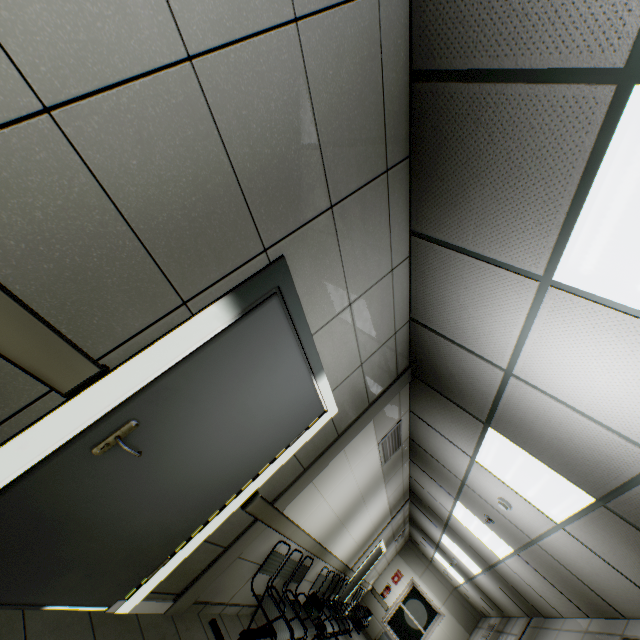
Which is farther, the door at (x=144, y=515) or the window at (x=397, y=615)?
the window at (x=397, y=615)

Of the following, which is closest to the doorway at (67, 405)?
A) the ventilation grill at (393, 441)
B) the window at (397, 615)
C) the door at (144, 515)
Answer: the door at (144, 515)

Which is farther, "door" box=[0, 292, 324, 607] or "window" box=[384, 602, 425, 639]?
"window" box=[384, 602, 425, 639]

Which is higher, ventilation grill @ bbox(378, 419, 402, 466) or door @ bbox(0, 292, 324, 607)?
ventilation grill @ bbox(378, 419, 402, 466)

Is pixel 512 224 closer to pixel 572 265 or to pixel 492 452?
pixel 572 265

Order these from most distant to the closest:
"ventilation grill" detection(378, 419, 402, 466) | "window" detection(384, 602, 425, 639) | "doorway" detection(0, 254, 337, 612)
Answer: "window" detection(384, 602, 425, 639) < "ventilation grill" detection(378, 419, 402, 466) < "doorway" detection(0, 254, 337, 612)

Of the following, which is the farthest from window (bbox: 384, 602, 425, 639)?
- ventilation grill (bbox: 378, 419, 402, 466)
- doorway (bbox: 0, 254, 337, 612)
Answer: doorway (bbox: 0, 254, 337, 612)
